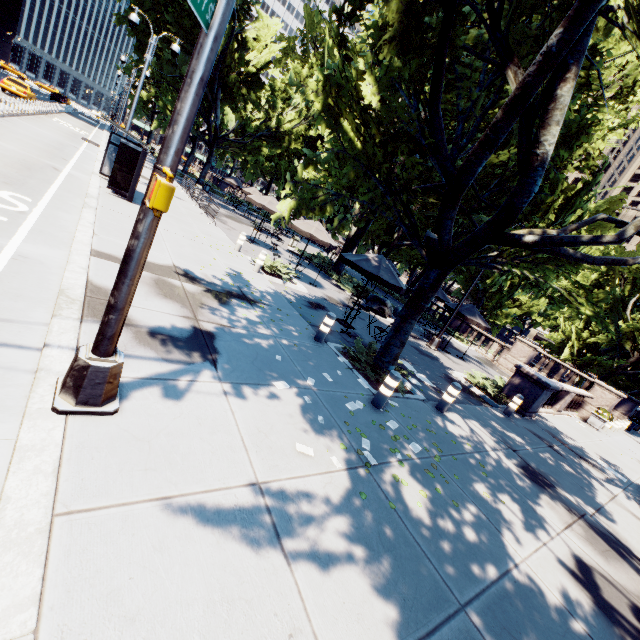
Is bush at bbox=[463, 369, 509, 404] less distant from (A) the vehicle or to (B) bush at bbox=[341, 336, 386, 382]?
(B) bush at bbox=[341, 336, 386, 382]

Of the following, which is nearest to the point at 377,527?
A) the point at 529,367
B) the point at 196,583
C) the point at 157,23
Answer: the point at 196,583

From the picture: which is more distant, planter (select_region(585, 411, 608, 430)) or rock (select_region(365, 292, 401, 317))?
rock (select_region(365, 292, 401, 317))

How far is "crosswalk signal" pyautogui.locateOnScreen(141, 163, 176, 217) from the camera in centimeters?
263cm

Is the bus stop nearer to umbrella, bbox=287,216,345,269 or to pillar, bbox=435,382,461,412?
umbrella, bbox=287,216,345,269

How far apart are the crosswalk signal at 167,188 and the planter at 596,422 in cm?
2357

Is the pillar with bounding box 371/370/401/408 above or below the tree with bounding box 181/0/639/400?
below

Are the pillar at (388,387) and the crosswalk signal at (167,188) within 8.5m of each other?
yes
